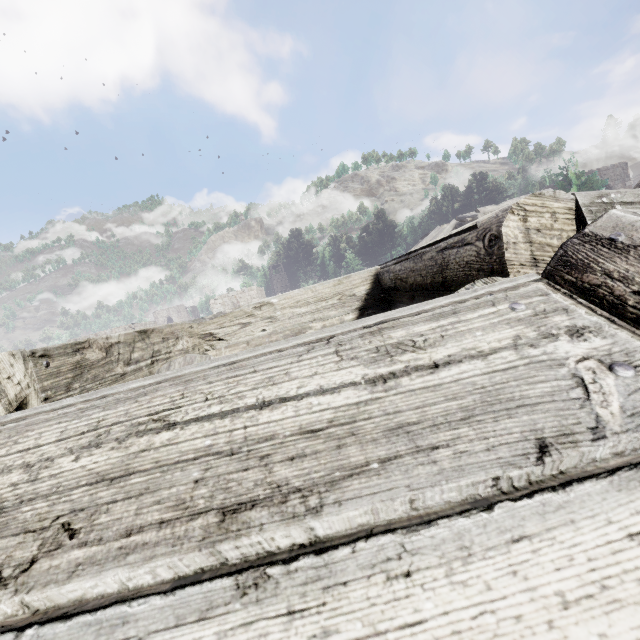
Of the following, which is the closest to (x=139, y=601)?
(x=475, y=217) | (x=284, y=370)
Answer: (x=284, y=370)
